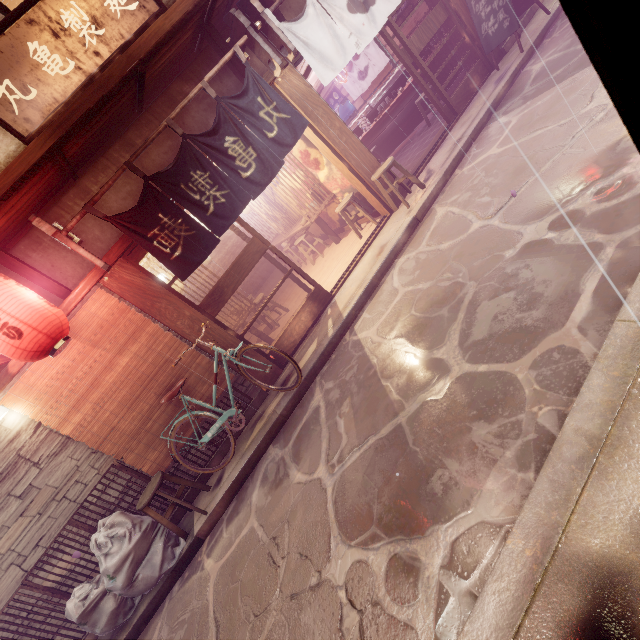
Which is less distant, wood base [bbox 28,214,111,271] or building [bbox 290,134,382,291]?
wood base [bbox 28,214,111,271]

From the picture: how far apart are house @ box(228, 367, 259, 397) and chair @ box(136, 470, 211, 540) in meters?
2.4

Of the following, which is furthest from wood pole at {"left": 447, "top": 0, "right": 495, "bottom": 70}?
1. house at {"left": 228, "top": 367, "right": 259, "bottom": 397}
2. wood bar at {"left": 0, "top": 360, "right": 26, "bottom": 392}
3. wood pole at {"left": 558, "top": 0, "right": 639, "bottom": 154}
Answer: wood bar at {"left": 0, "top": 360, "right": 26, "bottom": 392}

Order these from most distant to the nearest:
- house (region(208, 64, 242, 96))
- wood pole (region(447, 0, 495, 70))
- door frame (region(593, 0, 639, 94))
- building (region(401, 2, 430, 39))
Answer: building (region(401, 2, 430, 39)), wood pole (region(447, 0, 495, 70)), house (region(208, 64, 242, 96)), door frame (region(593, 0, 639, 94))

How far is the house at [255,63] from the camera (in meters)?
9.16

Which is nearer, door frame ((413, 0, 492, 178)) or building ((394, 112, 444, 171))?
door frame ((413, 0, 492, 178))

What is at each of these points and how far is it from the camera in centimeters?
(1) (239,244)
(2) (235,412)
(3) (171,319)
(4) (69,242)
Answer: (1) blind, 2284cm
(2) bicycle, 804cm
(3) wood pole, 838cm
(4) wood base, 694cm

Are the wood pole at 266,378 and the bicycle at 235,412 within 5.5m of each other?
yes
